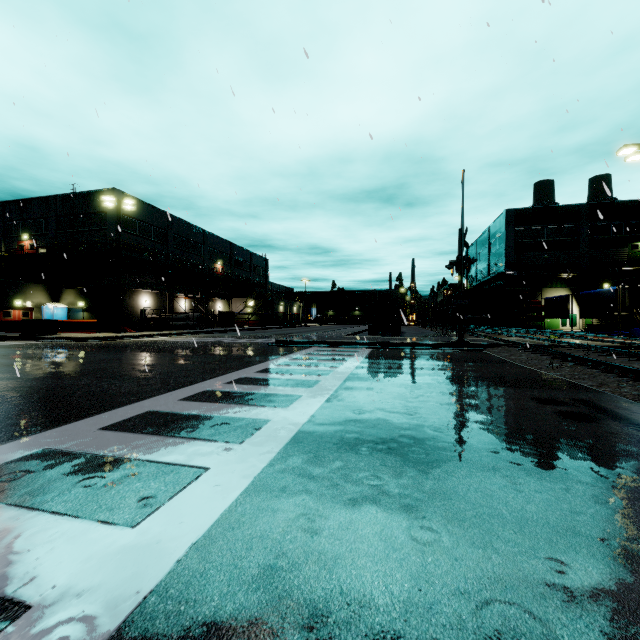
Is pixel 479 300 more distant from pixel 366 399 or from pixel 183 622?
pixel 183 622

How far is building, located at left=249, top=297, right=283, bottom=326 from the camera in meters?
55.1 m

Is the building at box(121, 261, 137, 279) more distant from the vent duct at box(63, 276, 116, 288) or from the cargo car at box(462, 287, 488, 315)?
the cargo car at box(462, 287, 488, 315)

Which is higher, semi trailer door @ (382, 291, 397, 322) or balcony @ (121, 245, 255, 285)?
balcony @ (121, 245, 255, 285)

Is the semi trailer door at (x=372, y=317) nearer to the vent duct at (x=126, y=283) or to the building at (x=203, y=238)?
the vent duct at (x=126, y=283)

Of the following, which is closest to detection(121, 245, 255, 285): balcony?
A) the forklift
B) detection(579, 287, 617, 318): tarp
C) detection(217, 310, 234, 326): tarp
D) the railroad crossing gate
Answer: detection(217, 310, 234, 326): tarp

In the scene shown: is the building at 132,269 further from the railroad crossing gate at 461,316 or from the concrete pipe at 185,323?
the railroad crossing gate at 461,316

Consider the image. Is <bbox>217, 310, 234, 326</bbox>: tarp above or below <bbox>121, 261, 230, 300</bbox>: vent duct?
below
